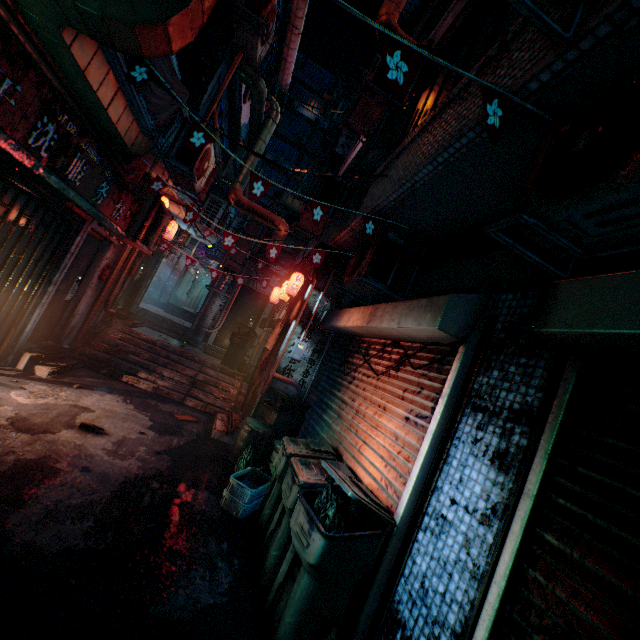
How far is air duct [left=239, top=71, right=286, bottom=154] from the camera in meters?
6.6 m

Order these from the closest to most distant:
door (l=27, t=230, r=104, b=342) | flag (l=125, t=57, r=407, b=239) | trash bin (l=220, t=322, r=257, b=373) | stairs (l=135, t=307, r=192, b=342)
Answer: flag (l=125, t=57, r=407, b=239)
door (l=27, t=230, r=104, b=342)
trash bin (l=220, t=322, r=257, b=373)
stairs (l=135, t=307, r=192, b=342)

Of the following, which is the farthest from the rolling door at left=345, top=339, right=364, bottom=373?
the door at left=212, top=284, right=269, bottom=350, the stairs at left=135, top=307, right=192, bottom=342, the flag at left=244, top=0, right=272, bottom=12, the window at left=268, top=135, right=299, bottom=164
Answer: the window at left=268, top=135, right=299, bottom=164

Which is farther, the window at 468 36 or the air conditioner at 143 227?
the air conditioner at 143 227

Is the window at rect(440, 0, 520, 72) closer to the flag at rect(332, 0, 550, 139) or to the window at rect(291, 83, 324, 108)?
the flag at rect(332, 0, 550, 139)

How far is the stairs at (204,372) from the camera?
6.28m

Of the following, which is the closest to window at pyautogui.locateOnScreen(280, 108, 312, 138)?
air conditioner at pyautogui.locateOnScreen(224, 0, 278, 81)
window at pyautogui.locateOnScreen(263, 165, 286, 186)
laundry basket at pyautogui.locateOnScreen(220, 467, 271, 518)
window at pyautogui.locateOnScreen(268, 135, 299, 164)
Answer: window at pyautogui.locateOnScreen(268, 135, 299, 164)

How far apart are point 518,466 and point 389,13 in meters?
6.6 m
